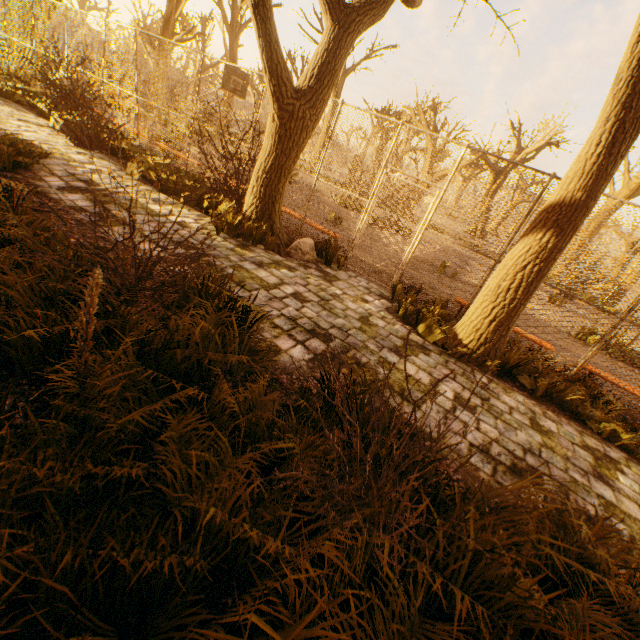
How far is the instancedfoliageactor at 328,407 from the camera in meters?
2.5 m

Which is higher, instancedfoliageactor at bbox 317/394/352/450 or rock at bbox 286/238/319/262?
rock at bbox 286/238/319/262

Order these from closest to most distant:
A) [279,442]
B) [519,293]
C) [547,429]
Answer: [279,442] → [547,429] → [519,293]

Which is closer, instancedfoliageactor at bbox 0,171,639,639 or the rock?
instancedfoliageactor at bbox 0,171,639,639

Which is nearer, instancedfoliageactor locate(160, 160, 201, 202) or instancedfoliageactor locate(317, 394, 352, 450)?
instancedfoliageactor locate(317, 394, 352, 450)

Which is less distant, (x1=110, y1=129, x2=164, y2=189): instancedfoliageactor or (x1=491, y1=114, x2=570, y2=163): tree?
(x1=110, y1=129, x2=164, y2=189): instancedfoliageactor

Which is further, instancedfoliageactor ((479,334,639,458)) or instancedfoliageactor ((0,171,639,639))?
instancedfoliageactor ((479,334,639,458))

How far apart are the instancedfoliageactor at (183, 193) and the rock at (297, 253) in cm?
205
